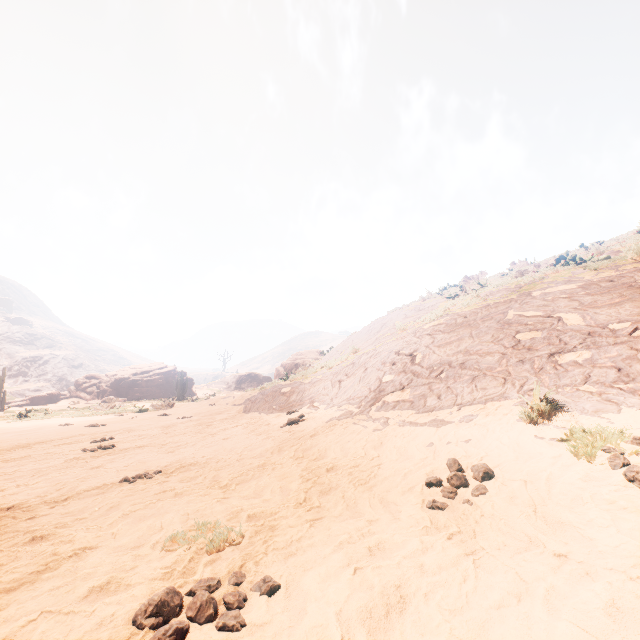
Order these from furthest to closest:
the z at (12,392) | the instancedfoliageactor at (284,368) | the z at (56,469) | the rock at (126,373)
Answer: the z at (12,392) → the rock at (126,373) → the instancedfoliageactor at (284,368) → the z at (56,469)

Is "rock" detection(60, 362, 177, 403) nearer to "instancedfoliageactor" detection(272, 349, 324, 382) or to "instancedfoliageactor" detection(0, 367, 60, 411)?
"instancedfoliageactor" detection(272, 349, 324, 382)

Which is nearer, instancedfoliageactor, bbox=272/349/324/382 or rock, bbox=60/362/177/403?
instancedfoliageactor, bbox=272/349/324/382

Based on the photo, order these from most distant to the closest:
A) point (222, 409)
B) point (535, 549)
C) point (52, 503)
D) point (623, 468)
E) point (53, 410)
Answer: point (53, 410) → point (222, 409) → point (52, 503) → point (623, 468) → point (535, 549)

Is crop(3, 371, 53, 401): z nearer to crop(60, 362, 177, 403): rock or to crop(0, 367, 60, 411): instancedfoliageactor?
crop(60, 362, 177, 403): rock

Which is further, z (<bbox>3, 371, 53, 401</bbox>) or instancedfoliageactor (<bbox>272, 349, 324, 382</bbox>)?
z (<bbox>3, 371, 53, 401</bbox>)

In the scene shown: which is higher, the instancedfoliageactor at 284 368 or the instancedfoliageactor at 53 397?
the instancedfoliageactor at 284 368

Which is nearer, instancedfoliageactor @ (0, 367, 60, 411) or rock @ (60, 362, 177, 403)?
instancedfoliageactor @ (0, 367, 60, 411)
